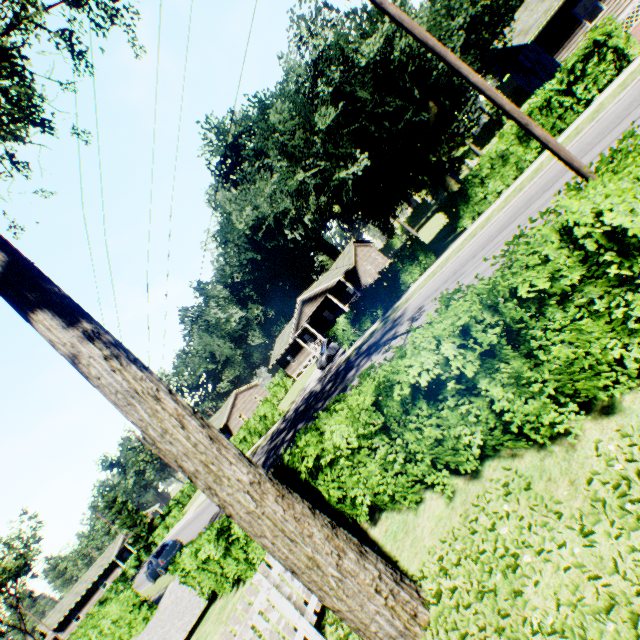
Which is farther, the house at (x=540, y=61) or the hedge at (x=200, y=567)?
the house at (x=540, y=61)

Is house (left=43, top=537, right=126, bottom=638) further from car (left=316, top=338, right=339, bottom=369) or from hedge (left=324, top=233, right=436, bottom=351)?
hedge (left=324, top=233, right=436, bottom=351)

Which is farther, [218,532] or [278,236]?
[278,236]

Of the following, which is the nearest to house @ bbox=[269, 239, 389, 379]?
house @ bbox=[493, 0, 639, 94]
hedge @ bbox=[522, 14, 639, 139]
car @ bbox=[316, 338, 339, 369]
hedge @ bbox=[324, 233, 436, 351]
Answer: car @ bbox=[316, 338, 339, 369]

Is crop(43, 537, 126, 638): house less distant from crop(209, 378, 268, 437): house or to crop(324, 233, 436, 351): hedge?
crop(209, 378, 268, 437): house

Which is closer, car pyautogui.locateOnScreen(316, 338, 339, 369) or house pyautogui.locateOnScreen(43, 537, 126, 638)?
car pyautogui.locateOnScreen(316, 338, 339, 369)

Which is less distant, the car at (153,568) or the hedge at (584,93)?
the hedge at (584,93)

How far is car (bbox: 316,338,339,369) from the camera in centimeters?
2922cm
